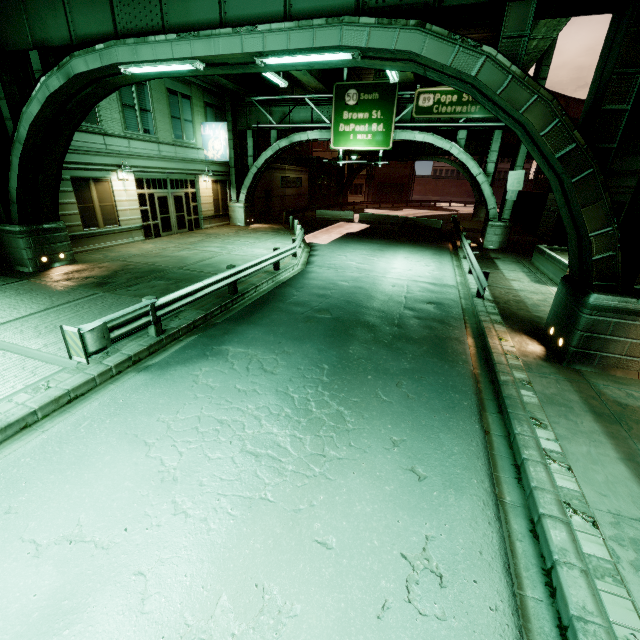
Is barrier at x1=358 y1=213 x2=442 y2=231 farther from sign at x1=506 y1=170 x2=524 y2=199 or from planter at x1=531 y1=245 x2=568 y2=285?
planter at x1=531 y1=245 x2=568 y2=285

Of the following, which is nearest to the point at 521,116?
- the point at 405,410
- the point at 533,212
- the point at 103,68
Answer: the point at 405,410

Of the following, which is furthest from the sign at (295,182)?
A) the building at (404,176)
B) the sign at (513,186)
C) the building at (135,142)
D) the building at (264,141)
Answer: the building at (404,176)

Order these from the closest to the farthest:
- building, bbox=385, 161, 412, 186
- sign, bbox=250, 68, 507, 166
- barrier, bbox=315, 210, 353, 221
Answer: sign, bbox=250, 68, 507, 166
barrier, bbox=315, 210, 353, 221
building, bbox=385, 161, 412, 186

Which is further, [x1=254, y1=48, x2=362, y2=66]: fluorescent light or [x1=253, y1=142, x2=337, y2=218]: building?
[x1=253, y1=142, x2=337, y2=218]: building

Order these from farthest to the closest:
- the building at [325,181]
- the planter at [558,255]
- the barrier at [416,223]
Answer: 1. the building at [325,181]
2. the barrier at [416,223]
3. the planter at [558,255]

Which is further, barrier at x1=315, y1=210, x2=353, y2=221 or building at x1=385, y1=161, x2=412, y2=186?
building at x1=385, y1=161, x2=412, y2=186

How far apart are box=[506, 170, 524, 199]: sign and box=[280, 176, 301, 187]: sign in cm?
2206
